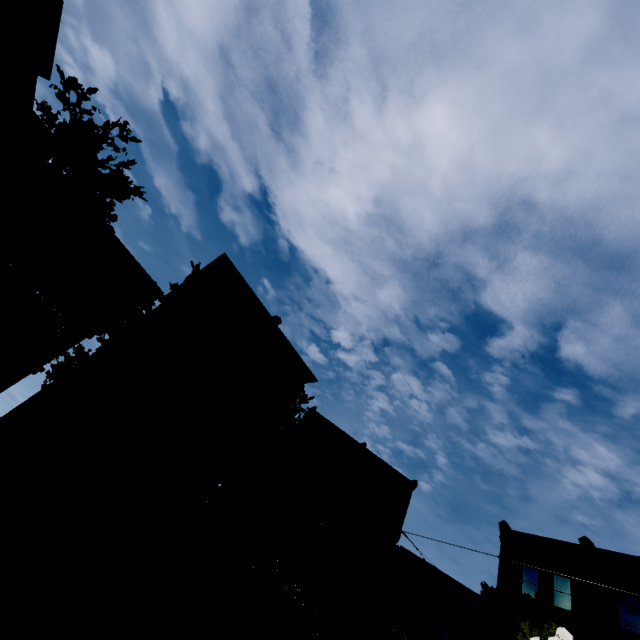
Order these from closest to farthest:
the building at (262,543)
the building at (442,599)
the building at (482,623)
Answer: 1. the building at (262,543)
2. the building at (482,623)
3. the building at (442,599)

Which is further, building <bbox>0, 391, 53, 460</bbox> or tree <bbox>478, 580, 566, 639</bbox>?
tree <bbox>478, 580, 566, 639</bbox>

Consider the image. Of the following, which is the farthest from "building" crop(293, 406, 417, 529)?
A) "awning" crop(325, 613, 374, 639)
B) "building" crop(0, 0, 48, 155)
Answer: "building" crop(0, 0, 48, 155)

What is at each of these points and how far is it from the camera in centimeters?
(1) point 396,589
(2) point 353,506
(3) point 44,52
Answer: (1) building, 2122cm
(2) tree, 1902cm
(3) building, 1842cm

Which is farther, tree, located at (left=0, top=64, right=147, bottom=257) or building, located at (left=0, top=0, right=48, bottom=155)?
building, located at (left=0, top=0, right=48, bottom=155)

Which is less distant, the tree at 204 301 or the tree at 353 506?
the tree at 204 301

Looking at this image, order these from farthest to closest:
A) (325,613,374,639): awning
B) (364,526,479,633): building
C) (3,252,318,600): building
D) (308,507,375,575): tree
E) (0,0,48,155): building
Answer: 1. (364,526,479,633): building
2. (308,507,375,575): tree
3. (325,613,374,639): awning
4. (3,252,318,600): building
5. (0,0,48,155): building

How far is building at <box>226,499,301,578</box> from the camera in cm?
1828
